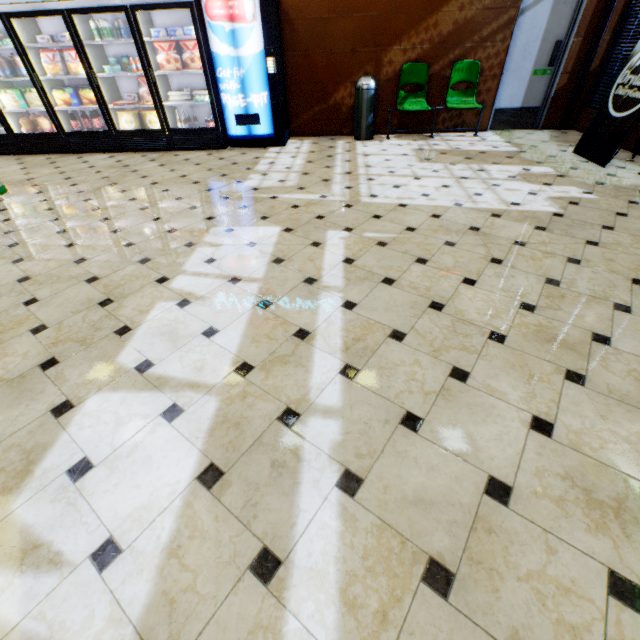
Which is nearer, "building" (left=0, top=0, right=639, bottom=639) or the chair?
"building" (left=0, top=0, right=639, bottom=639)

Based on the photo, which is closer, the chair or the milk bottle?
the milk bottle

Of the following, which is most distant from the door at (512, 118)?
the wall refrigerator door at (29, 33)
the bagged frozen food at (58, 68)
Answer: the bagged frozen food at (58, 68)

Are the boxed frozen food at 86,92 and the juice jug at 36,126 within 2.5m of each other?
yes

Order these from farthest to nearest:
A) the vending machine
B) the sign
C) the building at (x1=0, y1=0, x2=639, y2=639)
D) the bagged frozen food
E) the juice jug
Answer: the juice jug → the bagged frozen food → the vending machine → the sign → the building at (x1=0, y1=0, x2=639, y2=639)

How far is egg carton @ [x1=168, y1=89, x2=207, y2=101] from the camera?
5.7 meters

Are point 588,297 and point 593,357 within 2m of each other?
yes

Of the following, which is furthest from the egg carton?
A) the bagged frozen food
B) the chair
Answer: the chair
